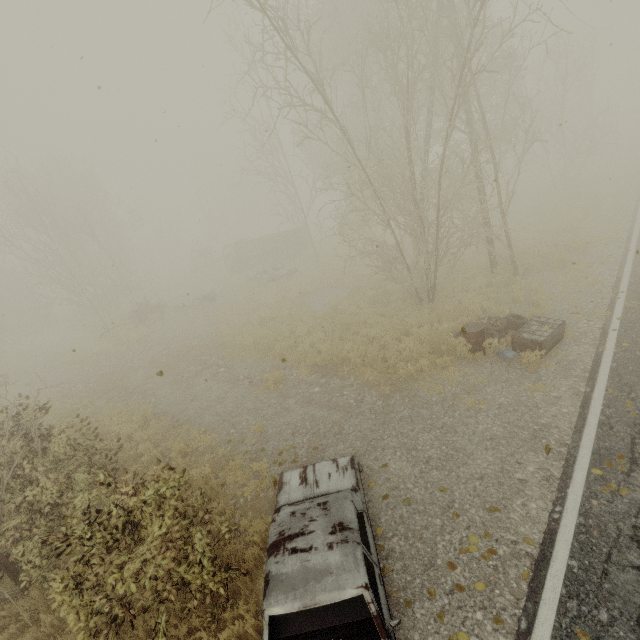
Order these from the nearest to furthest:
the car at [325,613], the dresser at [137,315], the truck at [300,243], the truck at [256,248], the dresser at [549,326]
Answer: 1. the car at [325,613]
2. the dresser at [549,326]
3. the dresser at [137,315]
4. the truck at [300,243]
5. the truck at [256,248]

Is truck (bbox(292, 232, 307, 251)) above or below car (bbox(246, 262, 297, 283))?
above

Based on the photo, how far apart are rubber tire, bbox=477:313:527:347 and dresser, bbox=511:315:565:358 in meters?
0.2 m

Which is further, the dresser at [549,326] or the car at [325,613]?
the dresser at [549,326]

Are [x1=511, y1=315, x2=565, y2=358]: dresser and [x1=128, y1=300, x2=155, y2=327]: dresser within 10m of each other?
no

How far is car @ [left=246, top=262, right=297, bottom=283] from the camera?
22.8 meters

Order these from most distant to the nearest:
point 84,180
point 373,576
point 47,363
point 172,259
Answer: point 172,259 < point 84,180 < point 47,363 < point 373,576

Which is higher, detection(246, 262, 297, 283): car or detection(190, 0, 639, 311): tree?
detection(190, 0, 639, 311): tree
